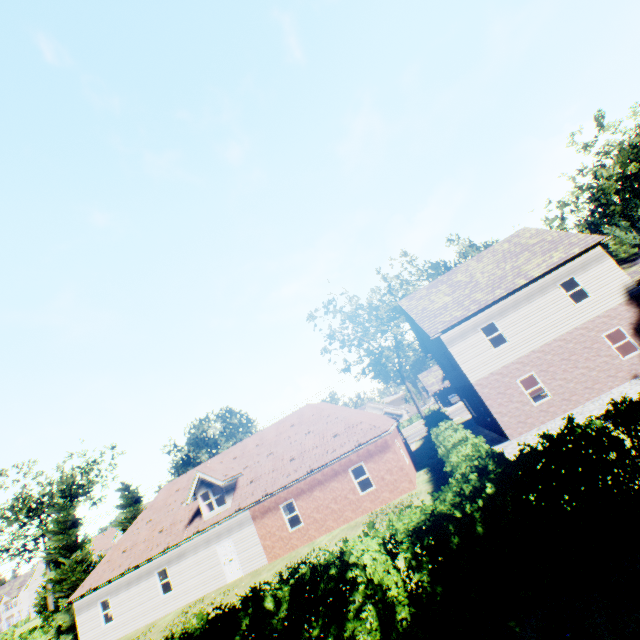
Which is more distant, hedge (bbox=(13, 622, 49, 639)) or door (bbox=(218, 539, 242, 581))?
hedge (bbox=(13, 622, 49, 639))

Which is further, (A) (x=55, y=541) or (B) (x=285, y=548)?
(A) (x=55, y=541)

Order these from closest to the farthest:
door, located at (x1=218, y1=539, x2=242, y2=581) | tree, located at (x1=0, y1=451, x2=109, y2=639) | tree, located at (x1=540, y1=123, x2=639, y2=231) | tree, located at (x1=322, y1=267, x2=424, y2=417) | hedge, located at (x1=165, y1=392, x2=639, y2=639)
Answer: hedge, located at (x1=165, y1=392, x2=639, y2=639) < door, located at (x1=218, y1=539, x2=242, y2=581) < tree, located at (x1=0, y1=451, x2=109, y2=639) < tree, located at (x1=540, y1=123, x2=639, y2=231) < tree, located at (x1=322, y1=267, x2=424, y2=417)

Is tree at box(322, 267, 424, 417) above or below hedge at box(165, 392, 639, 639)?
above

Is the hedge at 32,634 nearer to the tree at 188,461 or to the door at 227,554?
the tree at 188,461

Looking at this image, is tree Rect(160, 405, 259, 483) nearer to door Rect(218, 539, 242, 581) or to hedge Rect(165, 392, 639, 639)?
hedge Rect(165, 392, 639, 639)

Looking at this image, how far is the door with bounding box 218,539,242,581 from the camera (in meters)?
20.02

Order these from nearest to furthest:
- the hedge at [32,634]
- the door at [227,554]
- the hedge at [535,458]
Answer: the hedge at [535,458] < the door at [227,554] < the hedge at [32,634]
